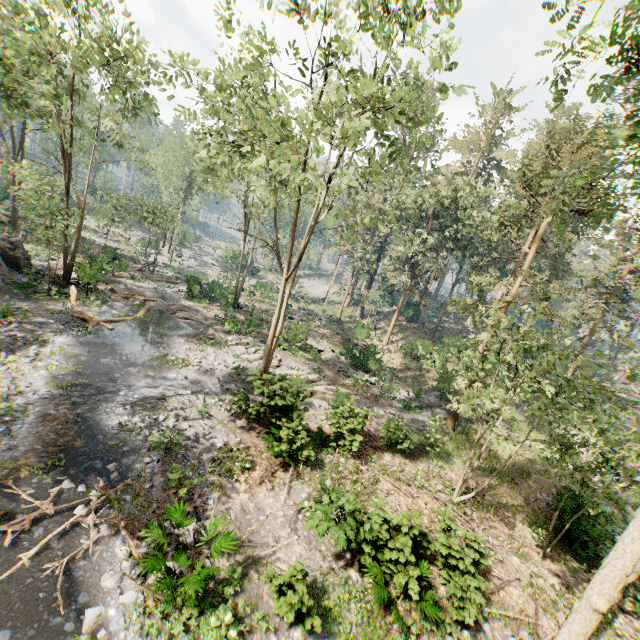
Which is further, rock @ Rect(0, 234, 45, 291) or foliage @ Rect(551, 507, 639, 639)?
rock @ Rect(0, 234, 45, 291)

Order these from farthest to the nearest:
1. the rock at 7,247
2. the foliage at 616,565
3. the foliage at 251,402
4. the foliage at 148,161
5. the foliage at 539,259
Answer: the foliage at 148,161, the rock at 7,247, the foliage at 251,402, the foliage at 539,259, the foliage at 616,565

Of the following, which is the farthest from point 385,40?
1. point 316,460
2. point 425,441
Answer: point 425,441

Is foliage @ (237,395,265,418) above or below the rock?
below

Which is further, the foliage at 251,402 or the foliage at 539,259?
the foliage at 251,402

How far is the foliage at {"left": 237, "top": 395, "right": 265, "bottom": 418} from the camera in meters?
14.7 m
